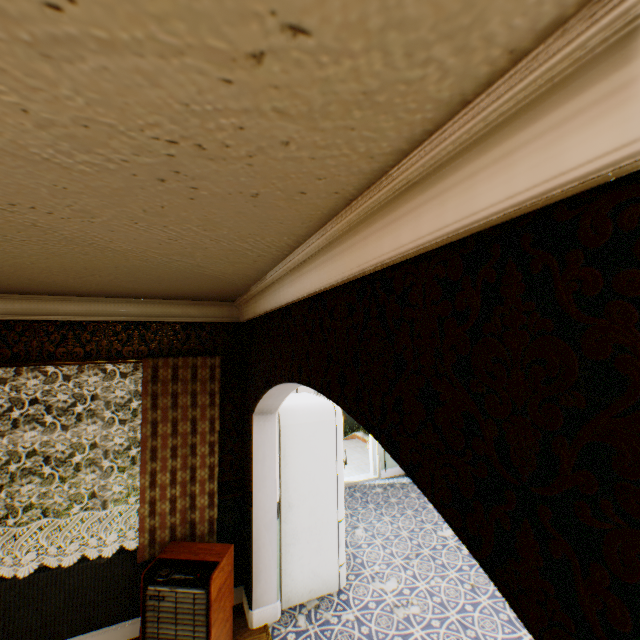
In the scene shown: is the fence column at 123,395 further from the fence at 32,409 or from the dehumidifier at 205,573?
the dehumidifier at 205,573

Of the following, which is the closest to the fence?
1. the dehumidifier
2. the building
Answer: the building

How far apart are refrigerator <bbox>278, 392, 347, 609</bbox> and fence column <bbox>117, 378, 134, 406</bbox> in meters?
15.8

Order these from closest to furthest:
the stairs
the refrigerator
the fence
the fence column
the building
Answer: the building < the refrigerator < the stairs < the fence < the fence column

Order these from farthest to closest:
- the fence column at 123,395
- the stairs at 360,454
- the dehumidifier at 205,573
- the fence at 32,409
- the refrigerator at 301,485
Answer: the fence column at 123,395 → the fence at 32,409 → the stairs at 360,454 → the refrigerator at 301,485 → the dehumidifier at 205,573

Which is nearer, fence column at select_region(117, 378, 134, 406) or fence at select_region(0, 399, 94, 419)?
fence at select_region(0, 399, 94, 419)

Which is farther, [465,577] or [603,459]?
[465,577]

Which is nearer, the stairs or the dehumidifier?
the dehumidifier
